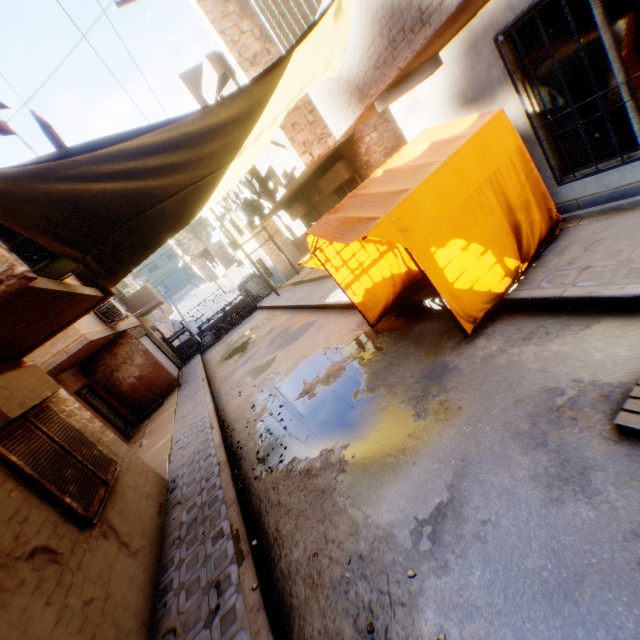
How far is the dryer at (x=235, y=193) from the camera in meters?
10.4

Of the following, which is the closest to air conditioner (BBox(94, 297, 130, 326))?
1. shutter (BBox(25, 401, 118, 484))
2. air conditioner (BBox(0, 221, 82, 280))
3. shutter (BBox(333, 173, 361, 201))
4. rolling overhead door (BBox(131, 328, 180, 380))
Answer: rolling overhead door (BBox(131, 328, 180, 380))

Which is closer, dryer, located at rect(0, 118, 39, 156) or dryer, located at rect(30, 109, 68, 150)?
dryer, located at rect(0, 118, 39, 156)

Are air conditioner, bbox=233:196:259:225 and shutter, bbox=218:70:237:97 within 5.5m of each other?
yes

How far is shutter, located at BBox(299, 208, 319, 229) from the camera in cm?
1352

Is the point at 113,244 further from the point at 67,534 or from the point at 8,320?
the point at 67,534

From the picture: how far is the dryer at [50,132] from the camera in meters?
3.3 m

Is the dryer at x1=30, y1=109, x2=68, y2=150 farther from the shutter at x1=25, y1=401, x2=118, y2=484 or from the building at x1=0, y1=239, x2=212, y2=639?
the shutter at x1=25, y1=401, x2=118, y2=484
